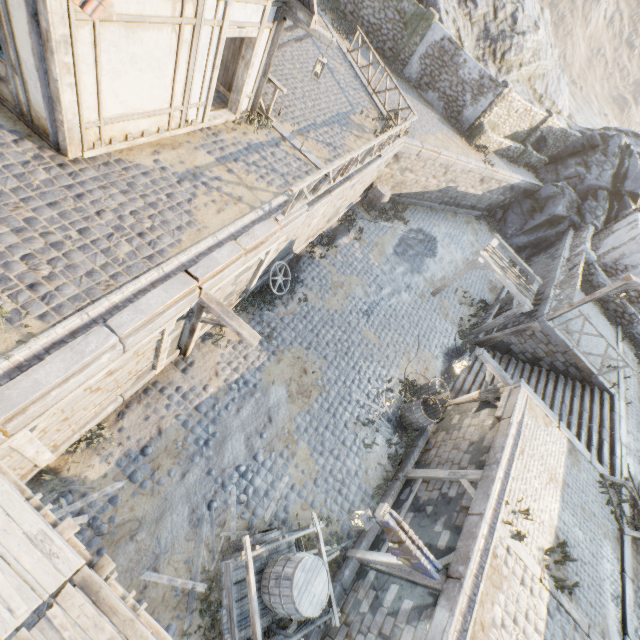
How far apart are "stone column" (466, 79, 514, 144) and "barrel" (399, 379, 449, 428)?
17.63m

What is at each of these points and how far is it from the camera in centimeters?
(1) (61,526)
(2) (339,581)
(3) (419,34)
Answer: (1) wooden structure, 375cm
(2) stone blocks, 770cm
(3) stone column, 1895cm

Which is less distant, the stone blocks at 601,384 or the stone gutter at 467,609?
the stone gutter at 467,609

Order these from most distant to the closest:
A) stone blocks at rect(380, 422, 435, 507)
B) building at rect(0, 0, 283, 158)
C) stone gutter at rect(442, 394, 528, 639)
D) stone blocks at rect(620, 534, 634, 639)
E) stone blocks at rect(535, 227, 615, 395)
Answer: stone blocks at rect(535, 227, 615, 395) < stone blocks at rect(380, 422, 435, 507) < stone blocks at rect(620, 534, 634, 639) < stone gutter at rect(442, 394, 528, 639) < building at rect(0, 0, 283, 158)

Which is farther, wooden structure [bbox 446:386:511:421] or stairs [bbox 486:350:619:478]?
stairs [bbox 486:350:619:478]

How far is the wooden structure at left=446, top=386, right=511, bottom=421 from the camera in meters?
9.5

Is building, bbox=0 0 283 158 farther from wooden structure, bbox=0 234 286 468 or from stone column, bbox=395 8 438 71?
stone column, bbox=395 8 438 71

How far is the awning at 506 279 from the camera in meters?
13.7
